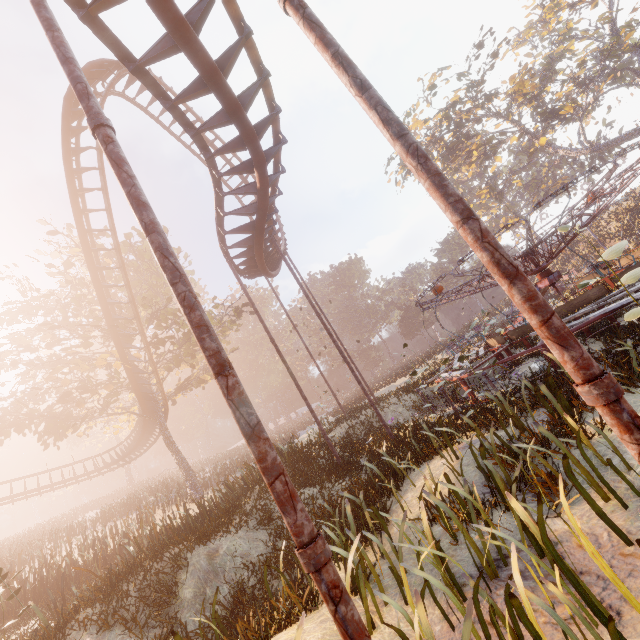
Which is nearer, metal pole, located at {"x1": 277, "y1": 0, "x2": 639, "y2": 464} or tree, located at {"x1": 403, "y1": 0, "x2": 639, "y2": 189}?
metal pole, located at {"x1": 277, "y1": 0, "x2": 639, "y2": 464}

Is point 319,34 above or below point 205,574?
above

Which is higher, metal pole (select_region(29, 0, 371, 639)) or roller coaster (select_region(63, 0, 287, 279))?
roller coaster (select_region(63, 0, 287, 279))

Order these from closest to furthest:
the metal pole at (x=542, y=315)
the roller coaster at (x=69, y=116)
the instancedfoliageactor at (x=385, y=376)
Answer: the metal pole at (x=542, y=315) < the roller coaster at (x=69, y=116) < the instancedfoliageactor at (x=385, y=376)

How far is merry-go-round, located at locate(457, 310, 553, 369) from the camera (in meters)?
8.86

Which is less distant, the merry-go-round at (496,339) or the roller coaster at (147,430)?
the merry-go-round at (496,339)

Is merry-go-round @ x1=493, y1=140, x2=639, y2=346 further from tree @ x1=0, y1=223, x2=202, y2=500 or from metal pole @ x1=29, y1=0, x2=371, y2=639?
tree @ x1=0, y1=223, x2=202, y2=500
